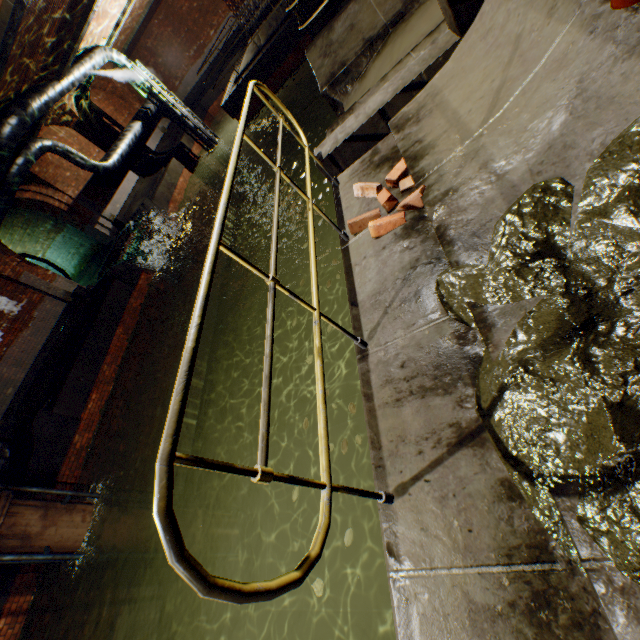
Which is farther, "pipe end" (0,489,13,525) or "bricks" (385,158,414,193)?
"pipe end" (0,489,13,525)

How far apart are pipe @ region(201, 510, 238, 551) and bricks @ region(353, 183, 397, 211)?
8.98m

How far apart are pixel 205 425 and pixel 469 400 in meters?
11.6 m

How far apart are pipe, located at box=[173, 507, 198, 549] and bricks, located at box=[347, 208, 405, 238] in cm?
800

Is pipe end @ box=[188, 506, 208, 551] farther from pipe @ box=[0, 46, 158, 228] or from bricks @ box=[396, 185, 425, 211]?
pipe @ box=[0, 46, 158, 228]

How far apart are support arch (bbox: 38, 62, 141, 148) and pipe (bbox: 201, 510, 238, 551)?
17.6m

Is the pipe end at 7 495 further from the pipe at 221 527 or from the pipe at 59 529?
the pipe at 221 527

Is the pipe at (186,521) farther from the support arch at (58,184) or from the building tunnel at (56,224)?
the support arch at (58,184)
